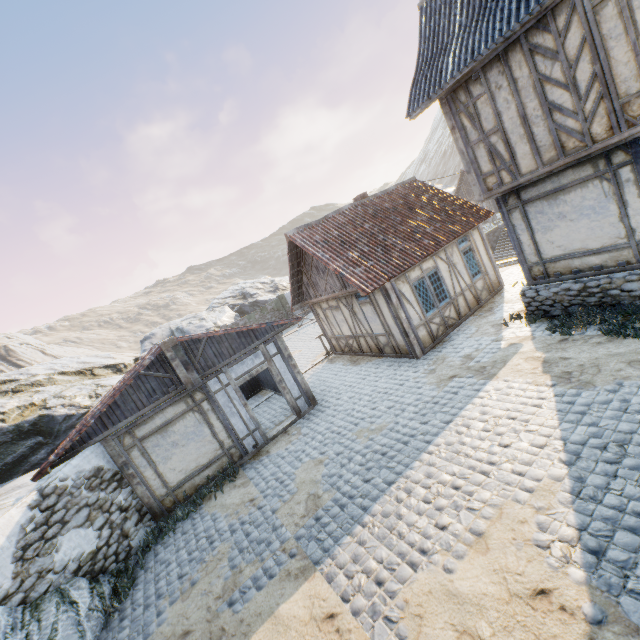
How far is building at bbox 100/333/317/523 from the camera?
8.92m

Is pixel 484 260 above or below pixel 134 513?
above

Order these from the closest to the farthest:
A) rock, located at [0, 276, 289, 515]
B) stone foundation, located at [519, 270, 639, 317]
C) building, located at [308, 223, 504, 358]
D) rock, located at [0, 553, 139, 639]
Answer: rock, located at [0, 553, 139, 639], stone foundation, located at [519, 270, 639, 317], building, located at [308, 223, 504, 358], rock, located at [0, 276, 289, 515]

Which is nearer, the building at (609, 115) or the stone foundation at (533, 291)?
the building at (609, 115)

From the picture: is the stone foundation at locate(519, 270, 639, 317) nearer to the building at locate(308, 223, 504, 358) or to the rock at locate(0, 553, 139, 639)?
the building at locate(308, 223, 504, 358)

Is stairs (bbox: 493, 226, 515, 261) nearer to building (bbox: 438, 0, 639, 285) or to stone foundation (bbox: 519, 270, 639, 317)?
stone foundation (bbox: 519, 270, 639, 317)

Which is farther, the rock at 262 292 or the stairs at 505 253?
the stairs at 505 253

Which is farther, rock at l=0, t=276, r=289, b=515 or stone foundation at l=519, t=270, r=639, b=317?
rock at l=0, t=276, r=289, b=515
